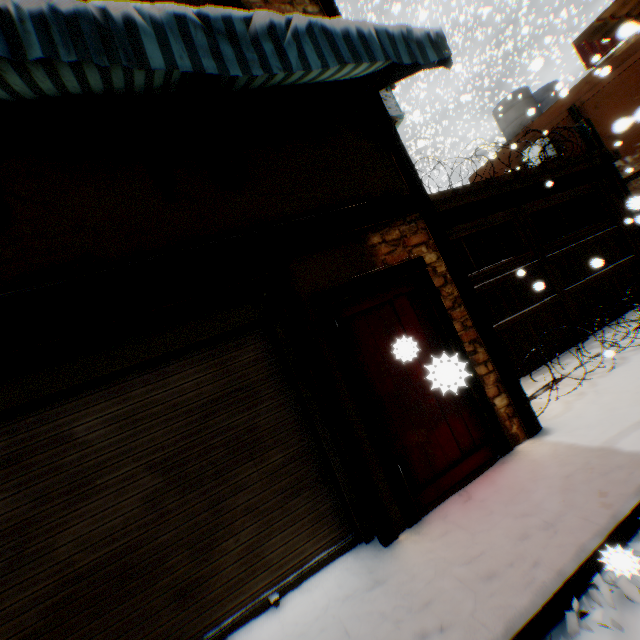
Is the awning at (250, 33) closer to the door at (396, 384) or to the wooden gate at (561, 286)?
the door at (396, 384)

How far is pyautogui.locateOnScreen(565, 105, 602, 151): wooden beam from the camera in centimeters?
778cm

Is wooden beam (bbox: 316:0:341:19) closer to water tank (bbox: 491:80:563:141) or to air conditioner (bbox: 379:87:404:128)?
air conditioner (bbox: 379:87:404:128)

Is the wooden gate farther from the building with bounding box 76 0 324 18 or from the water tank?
the water tank

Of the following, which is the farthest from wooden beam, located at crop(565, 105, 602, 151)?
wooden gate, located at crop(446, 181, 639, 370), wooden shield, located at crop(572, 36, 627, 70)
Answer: wooden shield, located at crop(572, 36, 627, 70)

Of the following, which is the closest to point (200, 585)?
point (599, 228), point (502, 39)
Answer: point (599, 228)

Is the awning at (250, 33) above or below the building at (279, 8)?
below

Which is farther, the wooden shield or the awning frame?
the wooden shield
